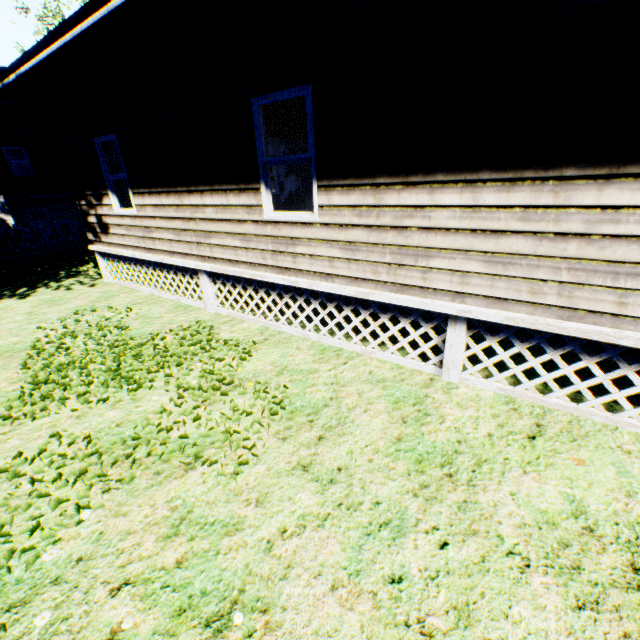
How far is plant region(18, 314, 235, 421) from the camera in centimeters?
423cm

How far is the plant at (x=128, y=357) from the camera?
4.2 meters

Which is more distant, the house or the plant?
the plant

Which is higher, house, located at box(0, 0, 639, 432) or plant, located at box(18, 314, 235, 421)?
house, located at box(0, 0, 639, 432)

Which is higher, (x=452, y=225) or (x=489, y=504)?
(x=452, y=225)

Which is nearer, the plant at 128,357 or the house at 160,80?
the house at 160,80
